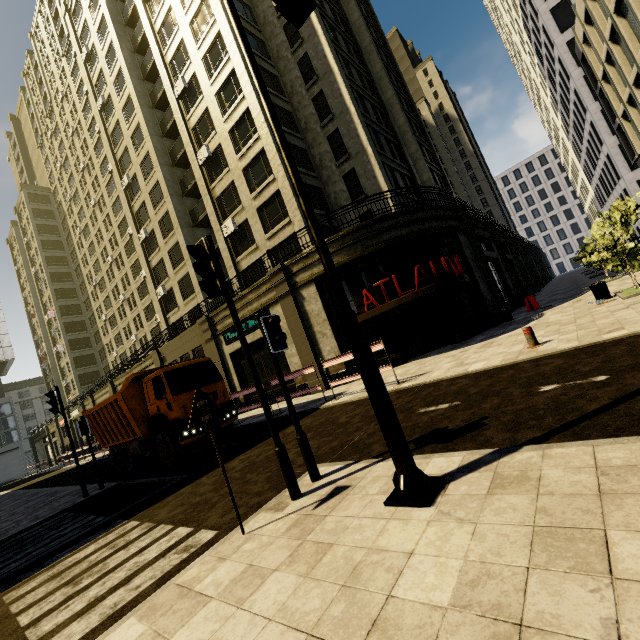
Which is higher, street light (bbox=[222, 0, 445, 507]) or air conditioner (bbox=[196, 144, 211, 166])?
air conditioner (bbox=[196, 144, 211, 166])

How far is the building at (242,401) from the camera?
20.56m

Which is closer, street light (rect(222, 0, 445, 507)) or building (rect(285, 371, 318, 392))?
street light (rect(222, 0, 445, 507))

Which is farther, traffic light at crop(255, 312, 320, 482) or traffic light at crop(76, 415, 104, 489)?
traffic light at crop(76, 415, 104, 489)

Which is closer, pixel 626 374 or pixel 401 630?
pixel 401 630

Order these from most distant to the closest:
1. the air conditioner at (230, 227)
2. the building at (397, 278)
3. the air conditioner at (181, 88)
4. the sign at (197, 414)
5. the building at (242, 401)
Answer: the air conditioner at (181, 88) → the air conditioner at (230, 227) → the building at (242, 401) → the building at (397, 278) → the sign at (197, 414)

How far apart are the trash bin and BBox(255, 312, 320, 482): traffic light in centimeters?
1297cm

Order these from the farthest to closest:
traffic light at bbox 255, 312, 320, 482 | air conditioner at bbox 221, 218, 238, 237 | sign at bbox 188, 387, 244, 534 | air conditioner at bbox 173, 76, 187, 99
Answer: air conditioner at bbox 173, 76, 187, 99 → air conditioner at bbox 221, 218, 238, 237 → traffic light at bbox 255, 312, 320, 482 → sign at bbox 188, 387, 244, 534
